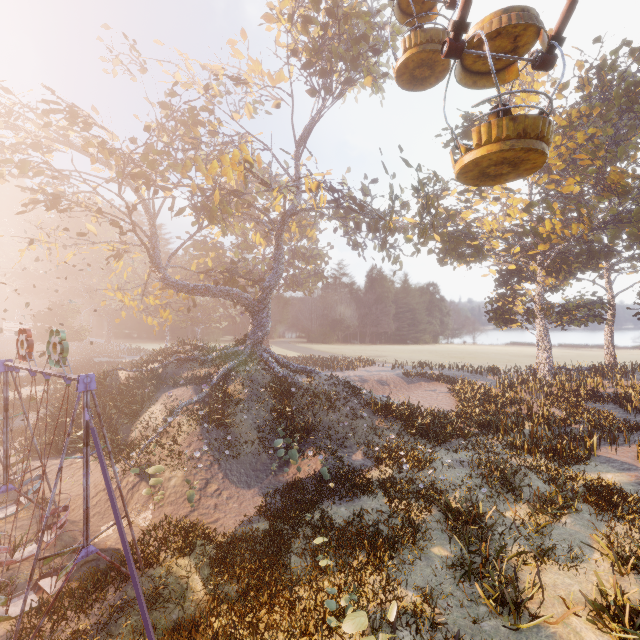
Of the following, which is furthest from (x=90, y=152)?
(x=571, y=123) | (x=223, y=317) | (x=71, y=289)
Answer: (x=571, y=123)

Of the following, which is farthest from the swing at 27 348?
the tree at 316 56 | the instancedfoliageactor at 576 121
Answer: the instancedfoliageactor at 576 121

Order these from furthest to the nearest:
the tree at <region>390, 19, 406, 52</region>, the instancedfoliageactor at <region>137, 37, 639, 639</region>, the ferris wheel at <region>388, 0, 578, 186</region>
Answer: the tree at <region>390, 19, 406, 52</region>, the instancedfoliageactor at <region>137, 37, 639, 639</region>, the ferris wheel at <region>388, 0, 578, 186</region>

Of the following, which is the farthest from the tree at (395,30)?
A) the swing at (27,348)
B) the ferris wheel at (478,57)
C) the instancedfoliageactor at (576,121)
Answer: the swing at (27,348)

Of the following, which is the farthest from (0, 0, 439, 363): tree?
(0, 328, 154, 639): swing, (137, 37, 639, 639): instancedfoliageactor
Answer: (0, 328, 154, 639): swing

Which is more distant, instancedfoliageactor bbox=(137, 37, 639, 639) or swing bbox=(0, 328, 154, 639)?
instancedfoliageactor bbox=(137, 37, 639, 639)

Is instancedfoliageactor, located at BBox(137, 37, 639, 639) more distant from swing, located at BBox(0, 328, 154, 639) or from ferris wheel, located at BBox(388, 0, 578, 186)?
ferris wheel, located at BBox(388, 0, 578, 186)

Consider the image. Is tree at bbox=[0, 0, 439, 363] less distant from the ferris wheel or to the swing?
the ferris wheel
